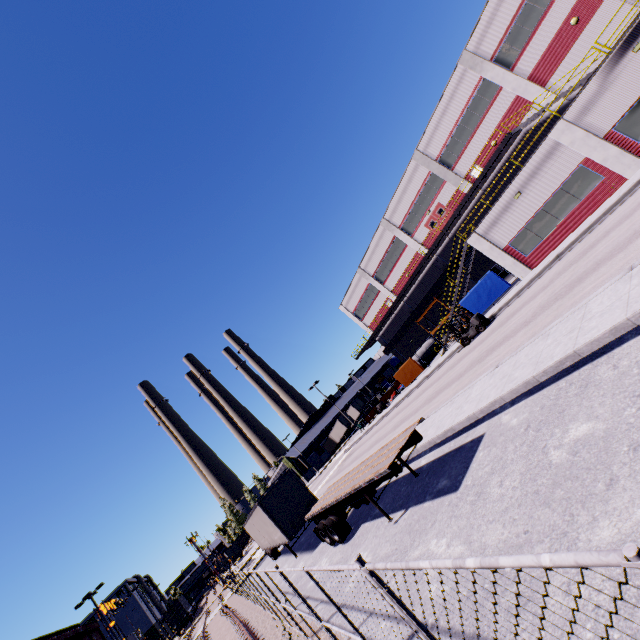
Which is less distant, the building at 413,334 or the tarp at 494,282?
the tarp at 494,282

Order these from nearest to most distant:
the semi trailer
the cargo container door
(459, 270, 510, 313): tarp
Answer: the semi trailer → (459, 270, 510, 313): tarp → the cargo container door

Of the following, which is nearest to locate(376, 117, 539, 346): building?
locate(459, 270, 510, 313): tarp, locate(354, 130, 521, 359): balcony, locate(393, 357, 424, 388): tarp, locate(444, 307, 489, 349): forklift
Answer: locate(354, 130, 521, 359): balcony

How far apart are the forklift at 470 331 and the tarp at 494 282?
3.3m

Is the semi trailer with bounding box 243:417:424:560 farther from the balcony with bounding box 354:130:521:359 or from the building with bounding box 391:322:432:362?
the balcony with bounding box 354:130:521:359

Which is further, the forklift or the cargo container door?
the cargo container door

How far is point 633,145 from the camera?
17.1 meters
